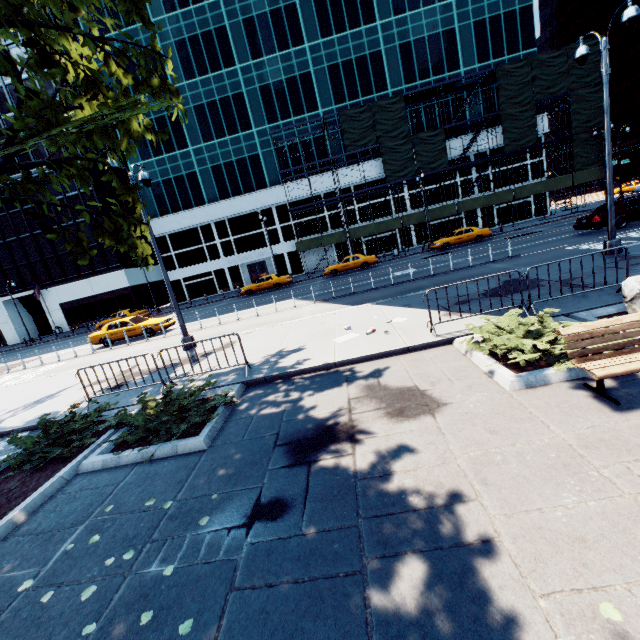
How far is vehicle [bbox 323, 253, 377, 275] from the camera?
30.0 meters

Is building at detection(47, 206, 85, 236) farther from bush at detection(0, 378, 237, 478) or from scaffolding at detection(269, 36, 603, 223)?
bush at detection(0, 378, 237, 478)

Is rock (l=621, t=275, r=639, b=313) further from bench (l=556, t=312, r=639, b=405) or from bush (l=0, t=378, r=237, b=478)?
bush (l=0, t=378, r=237, b=478)

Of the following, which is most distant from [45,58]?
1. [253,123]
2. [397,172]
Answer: [253,123]

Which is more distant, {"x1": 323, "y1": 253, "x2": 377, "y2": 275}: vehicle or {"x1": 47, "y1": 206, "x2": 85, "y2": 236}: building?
{"x1": 47, "y1": 206, "x2": 85, "y2": 236}: building

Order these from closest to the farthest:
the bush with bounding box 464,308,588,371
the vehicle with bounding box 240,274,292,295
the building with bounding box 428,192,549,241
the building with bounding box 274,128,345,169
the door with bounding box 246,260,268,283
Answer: the bush with bounding box 464,308,588,371 < the vehicle with bounding box 240,274,292,295 < the building with bounding box 274,128,345,169 < the building with bounding box 428,192,549,241 < the door with bounding box 246,260,268,283

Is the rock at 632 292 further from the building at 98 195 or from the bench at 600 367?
the building at 98 195

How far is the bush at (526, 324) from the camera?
5.3m
